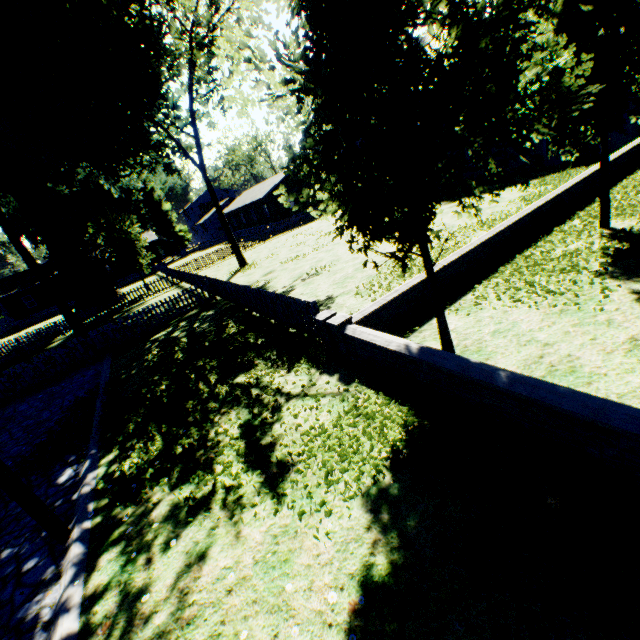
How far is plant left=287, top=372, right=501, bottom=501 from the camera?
4.4 meters

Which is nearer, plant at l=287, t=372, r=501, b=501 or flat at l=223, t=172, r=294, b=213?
plant at l=287, t=372, r=501, b=501

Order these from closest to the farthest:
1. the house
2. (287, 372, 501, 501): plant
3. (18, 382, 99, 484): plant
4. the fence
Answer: (287, 372, 501, 501): plant → (18, 382, 99, 484): plant → the fence → the house

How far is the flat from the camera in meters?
40.4

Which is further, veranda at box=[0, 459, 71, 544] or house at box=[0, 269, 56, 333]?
house at box=[0, 269, 56, 333]

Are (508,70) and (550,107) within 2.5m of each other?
yes

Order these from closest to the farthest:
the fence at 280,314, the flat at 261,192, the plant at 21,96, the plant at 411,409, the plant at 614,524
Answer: the plant at 614,524 < the plant at 411,409 < the fence at 280,314 < the plant at 21,96 < the flat at 261,192

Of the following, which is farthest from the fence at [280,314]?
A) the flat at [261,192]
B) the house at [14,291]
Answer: the flat at [261,192]
